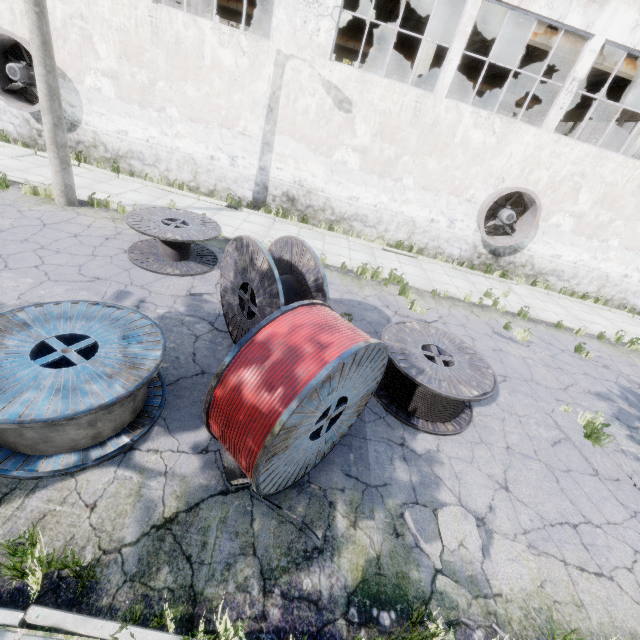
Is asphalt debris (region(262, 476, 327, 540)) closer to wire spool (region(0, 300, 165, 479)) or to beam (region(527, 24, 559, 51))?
wire spool (region(0, 300, 165, 479))

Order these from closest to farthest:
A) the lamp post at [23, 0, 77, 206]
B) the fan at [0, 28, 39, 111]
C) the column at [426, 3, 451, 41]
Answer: the lamp post at [23, 0, 77, 206], the fan at [0, 28, 39, 111], the column at [426, 3, 451, 41]

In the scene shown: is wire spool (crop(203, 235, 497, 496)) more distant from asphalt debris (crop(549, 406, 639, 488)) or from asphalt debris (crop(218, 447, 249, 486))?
asphalt debris (crop(549, 406, 639, 488))

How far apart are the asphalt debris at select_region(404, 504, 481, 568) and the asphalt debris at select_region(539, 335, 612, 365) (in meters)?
7.30

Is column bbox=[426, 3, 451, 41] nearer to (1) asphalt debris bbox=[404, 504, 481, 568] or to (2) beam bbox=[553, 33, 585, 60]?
(2) beam bbox=[553, 33, 585, 60]

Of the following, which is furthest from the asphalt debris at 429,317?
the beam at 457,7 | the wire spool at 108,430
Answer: the beam at 457,7

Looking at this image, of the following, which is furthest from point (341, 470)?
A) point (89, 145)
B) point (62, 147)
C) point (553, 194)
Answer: point (89, 145)

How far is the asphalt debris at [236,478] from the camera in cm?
375
